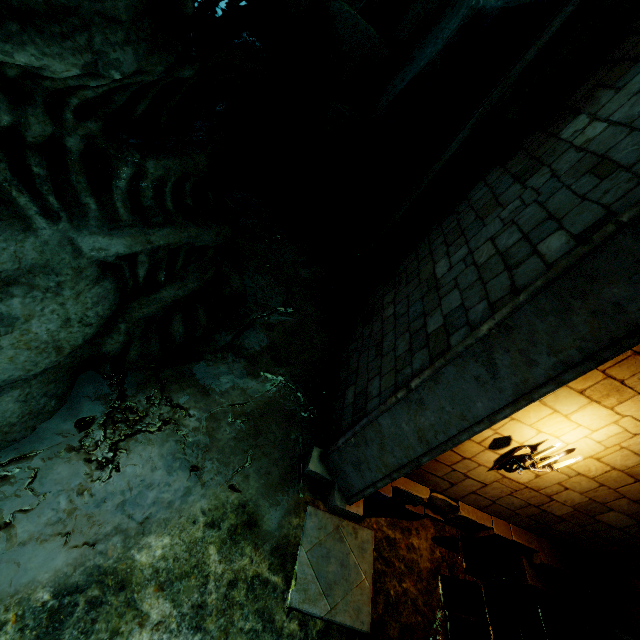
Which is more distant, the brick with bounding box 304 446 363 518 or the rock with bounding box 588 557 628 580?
the rock with bounding box 588 557 628 580

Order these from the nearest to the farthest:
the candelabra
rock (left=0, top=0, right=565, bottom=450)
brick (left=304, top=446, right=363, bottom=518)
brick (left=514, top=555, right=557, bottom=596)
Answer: rock (left=0, top=0, right=565, bottom=450), the candelabra, brick (left=304, top=446, right=363, bottom=518), brick (left=514, top=555, right=557, bottom=596)

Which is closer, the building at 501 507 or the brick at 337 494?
the building at 501 507

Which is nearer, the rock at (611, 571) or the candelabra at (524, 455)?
the candelabra at (524, 455)

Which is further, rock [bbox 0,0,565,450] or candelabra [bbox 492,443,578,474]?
candelabra [bbox 492,443,578,474]

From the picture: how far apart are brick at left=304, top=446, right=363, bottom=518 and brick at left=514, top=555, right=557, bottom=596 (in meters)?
3.23

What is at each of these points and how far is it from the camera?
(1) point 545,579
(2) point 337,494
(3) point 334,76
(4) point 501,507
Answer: (1) brick, 5.4m
(2) brick, 4.6m
(3) rock, 7.7m
(4) building, 5.1m
